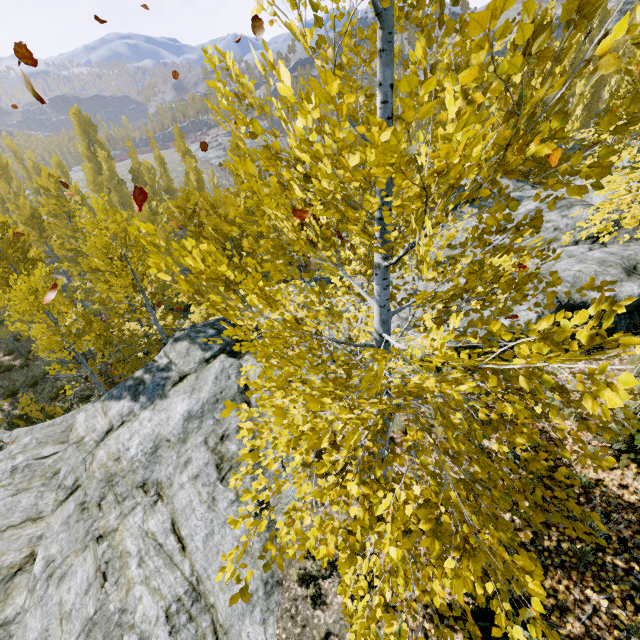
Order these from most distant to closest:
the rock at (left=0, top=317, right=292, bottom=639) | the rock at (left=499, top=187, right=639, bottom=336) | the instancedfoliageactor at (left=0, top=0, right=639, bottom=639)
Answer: the rock at (left=499, top=187, right=639, bottom=336)
the rock at (left=0, top=317, right=292, bottom=639)
the instancedfoliageactor at (left=0, top=0, right=639, bottom=639)

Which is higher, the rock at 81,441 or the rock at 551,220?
the rock at 551,220

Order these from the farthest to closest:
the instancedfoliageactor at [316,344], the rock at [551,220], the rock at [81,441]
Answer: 1. the rock at [551,220]
2. the rock at [81,441]
3. the instancedfoliageactor at [316,344]

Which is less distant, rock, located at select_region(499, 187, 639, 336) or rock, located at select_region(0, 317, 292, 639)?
rock, located at select_region(0, 317, 292, 639)

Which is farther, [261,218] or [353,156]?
[261,218]

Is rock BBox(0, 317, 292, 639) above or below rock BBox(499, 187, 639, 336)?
below

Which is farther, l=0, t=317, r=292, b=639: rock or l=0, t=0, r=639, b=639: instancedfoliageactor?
l=0, t=317, r=292, b=639: rock
